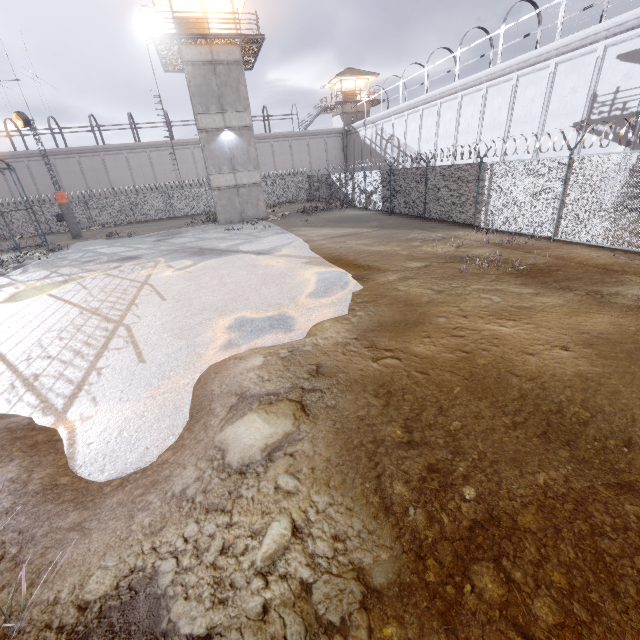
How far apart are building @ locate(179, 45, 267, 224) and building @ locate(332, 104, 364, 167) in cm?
2362

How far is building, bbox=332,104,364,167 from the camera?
43.0m

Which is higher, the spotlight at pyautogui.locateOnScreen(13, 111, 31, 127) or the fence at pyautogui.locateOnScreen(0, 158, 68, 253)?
the spotlight at pyautogui.locateOnScreen(13, 111, 31, 127)

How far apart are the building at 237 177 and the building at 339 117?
23.62m

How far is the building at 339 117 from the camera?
43.0 meters

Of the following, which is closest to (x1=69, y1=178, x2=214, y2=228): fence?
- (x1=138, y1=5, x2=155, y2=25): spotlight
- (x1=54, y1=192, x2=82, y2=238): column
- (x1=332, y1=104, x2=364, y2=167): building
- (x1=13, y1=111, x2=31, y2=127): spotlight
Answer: (x1=54, y1=192, x2=82, y2=238): column

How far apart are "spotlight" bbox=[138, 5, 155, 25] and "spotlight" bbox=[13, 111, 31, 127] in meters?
11.8 m

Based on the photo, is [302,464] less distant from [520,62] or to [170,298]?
[170,298]
